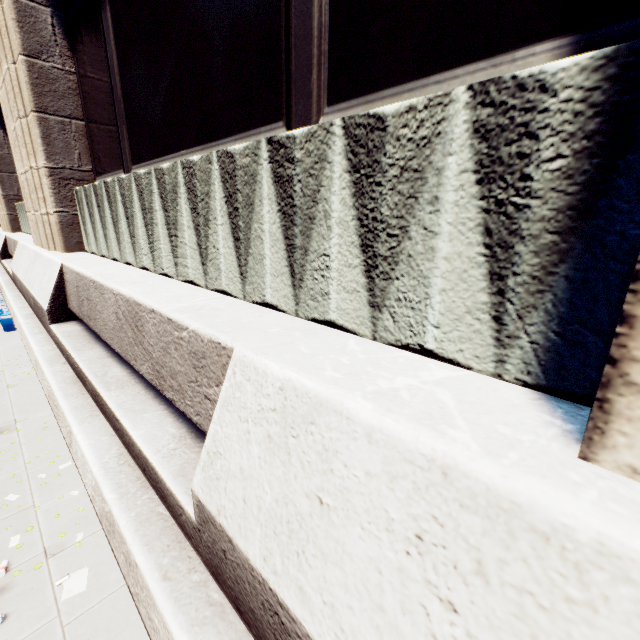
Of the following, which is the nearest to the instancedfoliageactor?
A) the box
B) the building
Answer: the building

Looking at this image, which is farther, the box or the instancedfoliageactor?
the box

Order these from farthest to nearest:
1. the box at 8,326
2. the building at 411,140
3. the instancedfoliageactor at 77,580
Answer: the box at 8,326 < the instancedfoliageactor at 77,580 < the building at 411,140

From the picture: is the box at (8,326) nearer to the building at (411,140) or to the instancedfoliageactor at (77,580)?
the building at (411,140)

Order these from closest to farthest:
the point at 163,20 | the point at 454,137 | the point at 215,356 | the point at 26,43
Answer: the point at 454,137 < the point at 215,356 < the point at 163,20 < the point at 26,43

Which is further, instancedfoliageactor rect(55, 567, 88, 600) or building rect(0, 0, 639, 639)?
instancedfoliageactor rect(55, 567, 88, 600)
